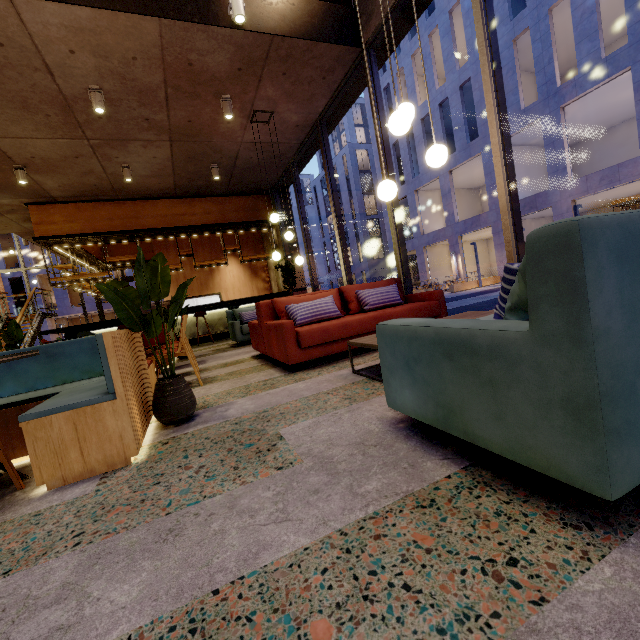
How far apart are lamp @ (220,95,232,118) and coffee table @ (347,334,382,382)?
5.0m

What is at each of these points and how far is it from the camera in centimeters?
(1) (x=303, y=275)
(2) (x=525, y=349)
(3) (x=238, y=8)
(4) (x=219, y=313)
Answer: (1) building, 1111cm
(2) couch, 98cm
(3) lamp, 412cm
(4) bar counter, 1052cm

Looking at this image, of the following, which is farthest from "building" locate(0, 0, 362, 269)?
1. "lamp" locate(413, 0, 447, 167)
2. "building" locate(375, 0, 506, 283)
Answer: "building" locate(375, 0, 506, 283)

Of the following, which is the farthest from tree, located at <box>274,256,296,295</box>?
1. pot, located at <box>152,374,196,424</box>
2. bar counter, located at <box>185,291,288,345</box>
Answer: pot, located at <box>152,374,196,424</box>

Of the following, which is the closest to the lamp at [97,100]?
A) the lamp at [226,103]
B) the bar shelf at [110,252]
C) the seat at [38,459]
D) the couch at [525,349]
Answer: the lamp at [226,103]

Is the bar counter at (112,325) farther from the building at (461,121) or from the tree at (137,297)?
the building at (461,121)

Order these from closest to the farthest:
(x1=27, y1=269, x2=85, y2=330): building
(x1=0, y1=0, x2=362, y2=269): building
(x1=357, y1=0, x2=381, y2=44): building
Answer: (x1=0, y1=0, x2=362, y2=269): building
(x1=357, y1=0, x2=381, y2=44): building
(x1=27, y1=269, x2=85, y2=330): building

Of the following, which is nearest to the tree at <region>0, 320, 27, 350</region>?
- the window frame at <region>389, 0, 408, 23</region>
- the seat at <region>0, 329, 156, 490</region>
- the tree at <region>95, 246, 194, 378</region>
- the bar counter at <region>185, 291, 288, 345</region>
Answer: the seat at <region>0, 329, 156, 490</region>
